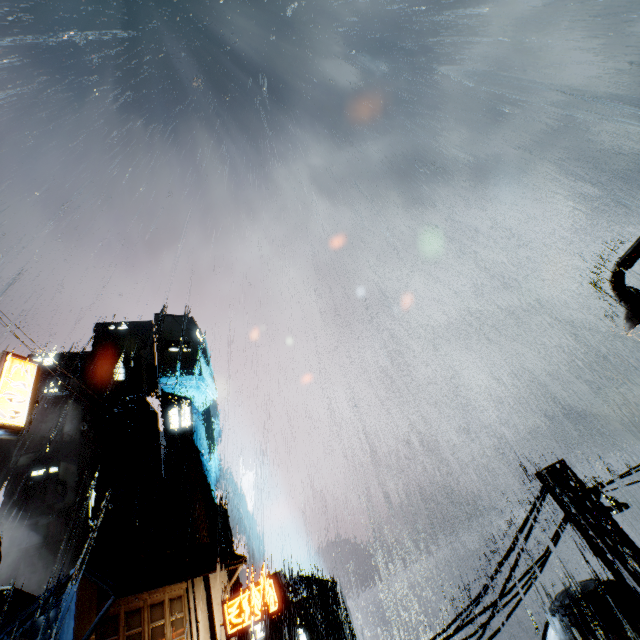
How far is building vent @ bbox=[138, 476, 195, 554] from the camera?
36.1m

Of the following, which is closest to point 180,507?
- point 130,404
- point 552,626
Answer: point 130,404

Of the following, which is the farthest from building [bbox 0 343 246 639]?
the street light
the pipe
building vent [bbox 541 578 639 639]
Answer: the pipe

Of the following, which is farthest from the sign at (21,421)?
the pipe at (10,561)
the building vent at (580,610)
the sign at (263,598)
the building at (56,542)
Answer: the pipe at (10,561)

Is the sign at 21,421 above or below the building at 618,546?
above

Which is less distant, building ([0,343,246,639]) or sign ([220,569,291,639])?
building ([0,343,246,639])

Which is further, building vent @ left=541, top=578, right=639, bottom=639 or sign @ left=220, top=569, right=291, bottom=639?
sign @ left=220, top=569, right=291, bottom=639

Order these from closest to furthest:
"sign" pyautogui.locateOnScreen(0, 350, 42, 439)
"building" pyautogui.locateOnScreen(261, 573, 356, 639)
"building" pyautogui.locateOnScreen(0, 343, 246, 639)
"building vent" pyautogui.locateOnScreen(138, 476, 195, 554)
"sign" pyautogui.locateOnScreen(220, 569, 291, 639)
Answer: "sign" pyautogui.locateOnScreen(0, 350, 42, 439) < "building" pyautogui.locateOnScreen(0, 343, 246, 639) < "sign" pyautogui.locateOnScreen(220, 569, 291, 639) < "building vent" pyautogui.locateOnScreen(138, 476, 195, 554) < "building" pyautogui.locateOnScreen(261, 573, 356, 639)
